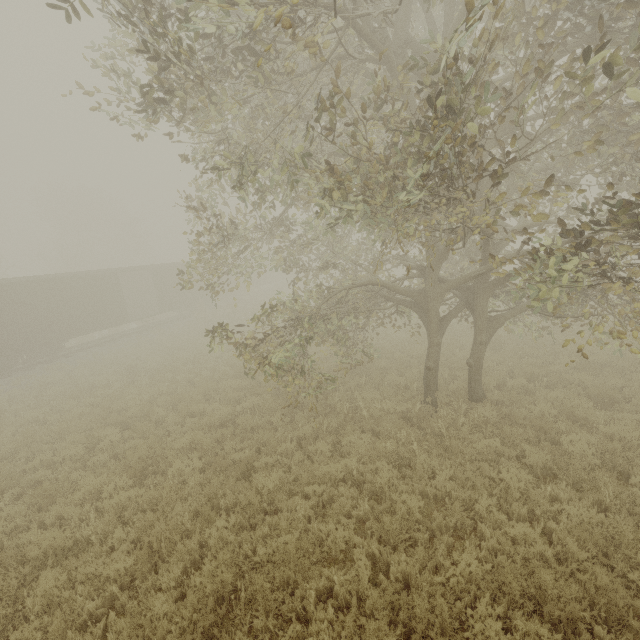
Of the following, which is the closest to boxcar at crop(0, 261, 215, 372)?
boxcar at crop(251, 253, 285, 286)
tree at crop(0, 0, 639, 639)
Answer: boxcar at crop(251, 253, 285, 286)

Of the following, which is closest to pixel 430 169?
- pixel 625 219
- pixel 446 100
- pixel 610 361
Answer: pixel 446 100

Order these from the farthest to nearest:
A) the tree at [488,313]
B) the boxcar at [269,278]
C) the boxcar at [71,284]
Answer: the boxcar at [269,278]
the boxcar at [71,284]
the tree at [488,313]

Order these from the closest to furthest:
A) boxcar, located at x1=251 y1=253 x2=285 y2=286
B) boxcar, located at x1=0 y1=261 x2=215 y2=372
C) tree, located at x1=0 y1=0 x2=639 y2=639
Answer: tree, located at x1=0 y1=0 x2=639 y2=639
boxcar, located at x1=0 y1=261 x2=215 y2=372
boxcar, located at x1=251 y1=253 x2=285 y2=286

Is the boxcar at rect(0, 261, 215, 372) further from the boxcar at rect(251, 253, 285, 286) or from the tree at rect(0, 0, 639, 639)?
the tree at rect(0, 0, 639, 639)

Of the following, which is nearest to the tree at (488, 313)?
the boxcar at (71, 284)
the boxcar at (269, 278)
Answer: the boxcar at (71, 284)

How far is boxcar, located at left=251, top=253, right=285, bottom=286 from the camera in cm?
3894
